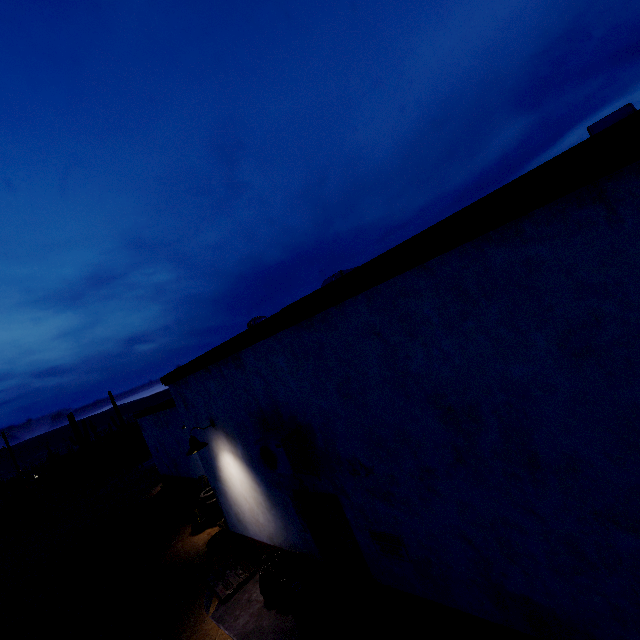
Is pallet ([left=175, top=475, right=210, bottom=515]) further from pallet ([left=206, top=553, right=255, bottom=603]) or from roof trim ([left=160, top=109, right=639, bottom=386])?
pallet ([left=206, top=553, right=255, bottom=603])

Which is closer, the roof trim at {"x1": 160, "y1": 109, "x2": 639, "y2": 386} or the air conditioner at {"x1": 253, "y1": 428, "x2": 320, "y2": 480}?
the roof trim at {"x1": 160, "y1": 109, "x2": 639, "y2": 386}

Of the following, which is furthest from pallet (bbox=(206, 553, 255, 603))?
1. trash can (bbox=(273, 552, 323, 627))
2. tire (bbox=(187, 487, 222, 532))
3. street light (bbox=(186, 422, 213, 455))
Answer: street light (bbox=(186, 422, 213, 455))

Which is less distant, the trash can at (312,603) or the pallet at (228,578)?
the trash can at (312,603)

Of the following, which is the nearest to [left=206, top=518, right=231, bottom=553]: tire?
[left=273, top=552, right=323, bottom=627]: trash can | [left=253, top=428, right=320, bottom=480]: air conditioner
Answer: [left=273, top=552, right=323, bottom=627]: trash can

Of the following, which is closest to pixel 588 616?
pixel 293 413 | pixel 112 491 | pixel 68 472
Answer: pixel 293 413

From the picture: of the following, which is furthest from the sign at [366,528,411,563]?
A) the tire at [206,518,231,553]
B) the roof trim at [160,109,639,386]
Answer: the tire at [206,518,231,553]

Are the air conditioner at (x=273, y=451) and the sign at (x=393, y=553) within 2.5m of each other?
yes
